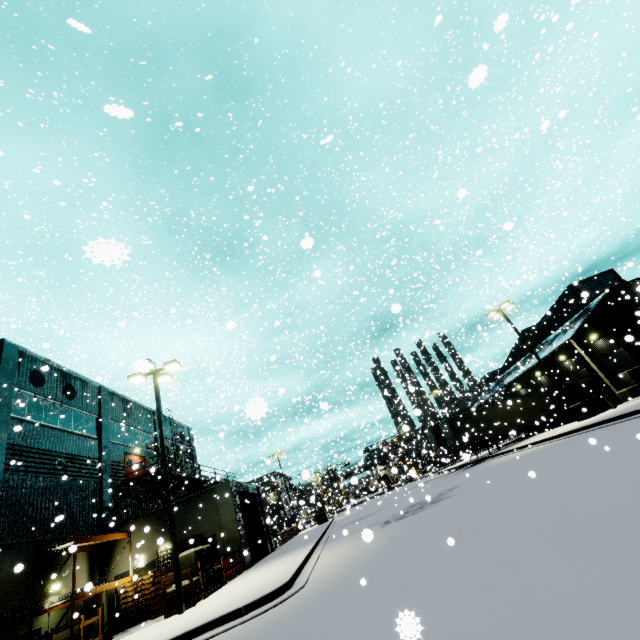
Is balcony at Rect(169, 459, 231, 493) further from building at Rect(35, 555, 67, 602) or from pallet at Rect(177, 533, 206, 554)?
pallet at Rect(177, 533, 206, 554)

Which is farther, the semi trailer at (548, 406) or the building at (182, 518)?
the semi trailer at (548, 406)

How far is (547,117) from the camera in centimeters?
3528cm

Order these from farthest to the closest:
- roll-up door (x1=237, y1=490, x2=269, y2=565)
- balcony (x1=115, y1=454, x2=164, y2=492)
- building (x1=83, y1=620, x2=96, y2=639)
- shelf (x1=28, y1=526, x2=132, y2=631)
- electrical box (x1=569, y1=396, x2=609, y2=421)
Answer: balcony (x1=115, y1=454, x2=164, y2=492)
roll-up door (x1=237, y1=490, x2=269, y2=565)
electrical box (x1=569, y1=396, x2=609, y2=421)
building (x1=83, y1=620, x2=96, y2=639)
shelf (x1=28, y1=526, x2=132, y2=631)

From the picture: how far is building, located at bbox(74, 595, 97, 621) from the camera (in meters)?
16.61

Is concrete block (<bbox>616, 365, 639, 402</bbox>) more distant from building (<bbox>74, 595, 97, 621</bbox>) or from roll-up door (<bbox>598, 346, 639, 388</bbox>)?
roll-up door (<bbox>598, 346, 639, 388</bbox>)

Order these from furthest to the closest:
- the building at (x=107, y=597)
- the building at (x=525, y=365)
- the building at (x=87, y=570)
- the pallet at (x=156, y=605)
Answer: the building at (x=525, y=365) → the building at (x=107, y=597) → the building at (x=87, y=570) → the pallet at (x=156, y=605)

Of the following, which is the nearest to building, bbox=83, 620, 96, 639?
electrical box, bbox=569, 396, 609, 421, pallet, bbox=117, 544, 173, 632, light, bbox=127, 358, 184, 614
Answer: pallet, bbox=117, 544, 173, 632
